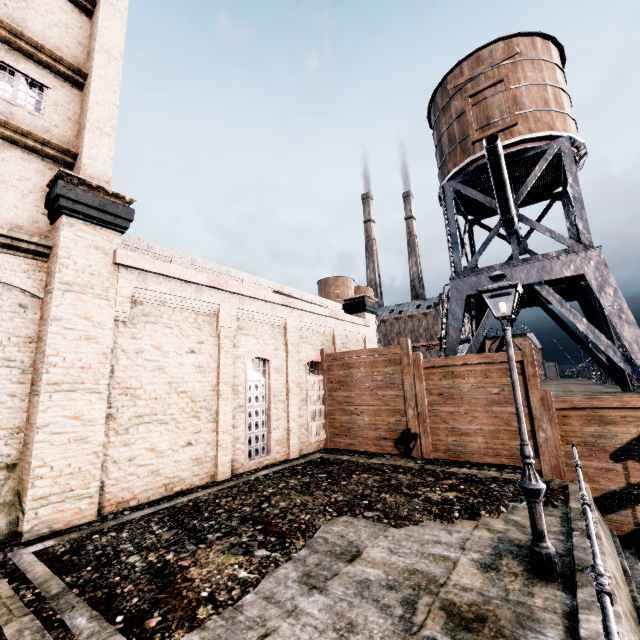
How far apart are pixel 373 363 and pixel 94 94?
16.1 meters

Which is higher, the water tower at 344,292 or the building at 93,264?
the water tower at 344,292

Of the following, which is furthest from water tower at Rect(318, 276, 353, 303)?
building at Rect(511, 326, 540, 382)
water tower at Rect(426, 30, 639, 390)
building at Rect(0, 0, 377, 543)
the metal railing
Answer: the metal railing

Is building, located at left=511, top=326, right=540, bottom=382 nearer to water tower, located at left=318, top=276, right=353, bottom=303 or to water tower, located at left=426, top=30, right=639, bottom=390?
water tower, located at left=318, top=276, right=353, bottom=303

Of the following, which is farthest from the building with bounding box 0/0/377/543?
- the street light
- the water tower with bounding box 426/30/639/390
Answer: the street light

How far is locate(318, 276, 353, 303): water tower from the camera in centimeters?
5756cm

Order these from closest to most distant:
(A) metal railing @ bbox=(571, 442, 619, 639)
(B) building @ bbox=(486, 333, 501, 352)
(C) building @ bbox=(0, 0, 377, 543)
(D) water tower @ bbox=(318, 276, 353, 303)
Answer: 1. (A) metal railing @ bbox=(571, 442, 619, 639)
2. (C) building @ bbox=(0, 0, 377, 543)
3. (B) building @ bbox=(486, 333, 501, 352)
4. (D) water tower @ bbox=(318, 276, 353, 303)

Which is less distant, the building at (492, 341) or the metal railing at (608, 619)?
the metal railing at (608, 619)
